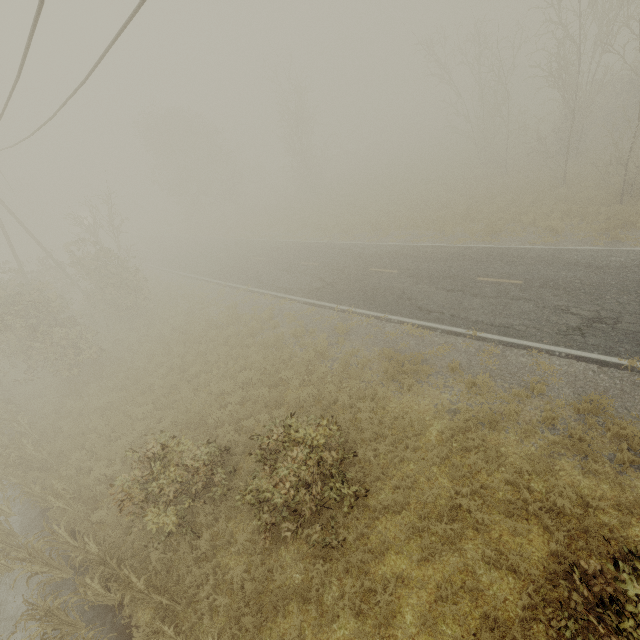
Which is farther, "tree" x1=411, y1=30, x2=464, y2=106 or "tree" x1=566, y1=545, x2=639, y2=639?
"tree" x1=411, y1=30, x2=464, y2=106

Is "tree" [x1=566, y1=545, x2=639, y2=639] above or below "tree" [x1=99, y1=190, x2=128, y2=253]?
below

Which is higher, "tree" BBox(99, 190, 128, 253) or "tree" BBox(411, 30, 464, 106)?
"tree" BBox(99, 190, 128, 253)

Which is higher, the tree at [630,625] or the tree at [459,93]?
the tree at [459,93]

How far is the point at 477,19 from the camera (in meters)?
24.69

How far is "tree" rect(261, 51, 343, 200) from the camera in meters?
32.3 m

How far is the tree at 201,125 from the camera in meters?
38.2
